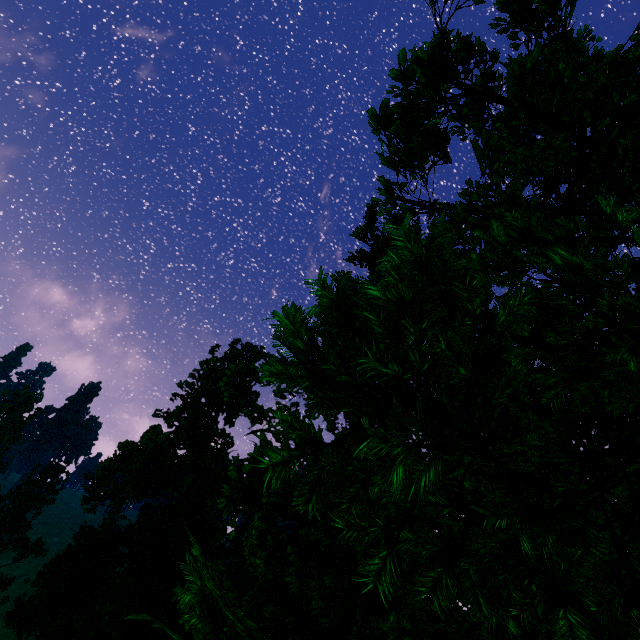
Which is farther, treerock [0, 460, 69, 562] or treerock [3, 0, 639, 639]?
treerock [0, 460, 69, 562]

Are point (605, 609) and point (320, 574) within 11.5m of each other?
no

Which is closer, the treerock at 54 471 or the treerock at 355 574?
the treerock at 355 574
